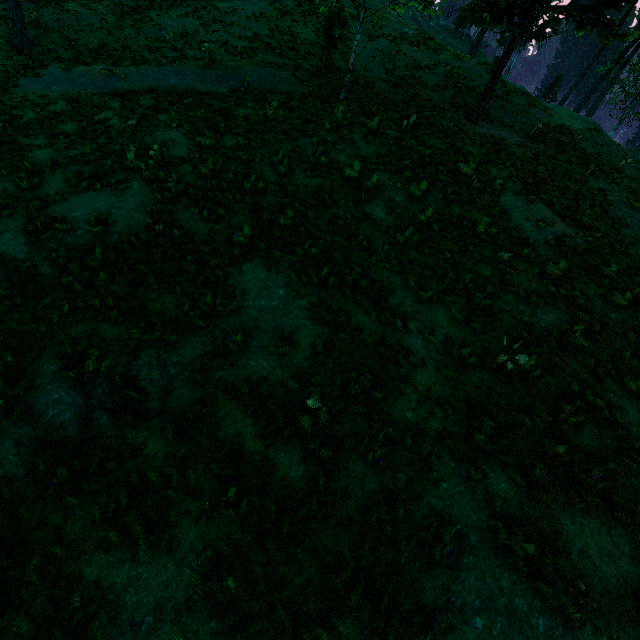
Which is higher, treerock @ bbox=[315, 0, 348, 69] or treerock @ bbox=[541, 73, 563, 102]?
treerock @ bbox=[541, 73, 563, 102]

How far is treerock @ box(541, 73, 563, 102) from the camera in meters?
55.9

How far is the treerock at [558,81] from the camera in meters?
55.9

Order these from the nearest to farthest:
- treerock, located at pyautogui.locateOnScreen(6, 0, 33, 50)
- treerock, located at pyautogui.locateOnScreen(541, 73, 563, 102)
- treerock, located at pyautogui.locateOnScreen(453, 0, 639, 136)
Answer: treerock, located at pyautogui.locateOnScreen(453, 0, 639, 136) < treerock, located at pyautogui.locateOnScreen(6, 0, 33, 50) < treerock, located at pyautogui.locateOnScreen(541, 73, 563, 102)

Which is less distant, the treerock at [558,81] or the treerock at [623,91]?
the treerock at [623,91]

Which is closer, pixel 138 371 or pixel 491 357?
pixel 138 371
